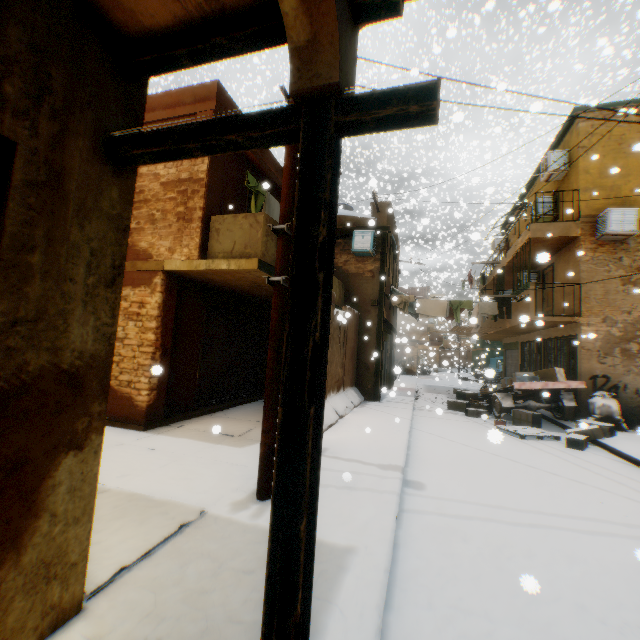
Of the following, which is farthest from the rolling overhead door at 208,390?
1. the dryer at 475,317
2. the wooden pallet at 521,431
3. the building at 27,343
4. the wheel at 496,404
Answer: the wooden pallet at 521,431

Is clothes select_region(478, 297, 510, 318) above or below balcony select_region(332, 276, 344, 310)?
below

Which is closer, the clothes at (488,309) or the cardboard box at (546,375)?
the cardboard box at (546,375)

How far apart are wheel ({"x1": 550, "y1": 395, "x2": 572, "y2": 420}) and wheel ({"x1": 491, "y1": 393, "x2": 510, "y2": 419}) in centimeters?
164cm

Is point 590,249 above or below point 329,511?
above

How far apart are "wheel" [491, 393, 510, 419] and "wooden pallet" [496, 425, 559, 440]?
1.1m

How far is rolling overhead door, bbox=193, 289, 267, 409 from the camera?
8.48m

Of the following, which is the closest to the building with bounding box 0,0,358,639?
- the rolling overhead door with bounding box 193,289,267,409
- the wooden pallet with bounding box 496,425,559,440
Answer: the rolling overhead door with bounding box 193,289,267,409
